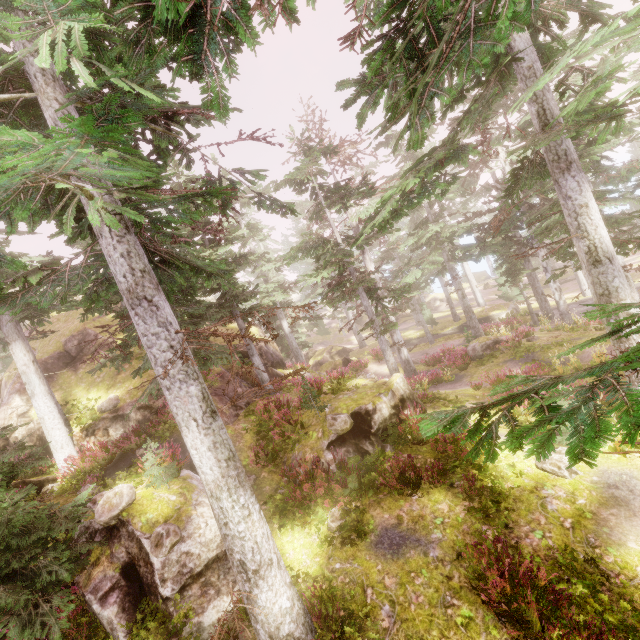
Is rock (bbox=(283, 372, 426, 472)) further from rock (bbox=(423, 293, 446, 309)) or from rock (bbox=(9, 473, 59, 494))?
rock (bbox=(423, 293, 446, 309))

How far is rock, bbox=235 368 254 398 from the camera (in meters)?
16.14

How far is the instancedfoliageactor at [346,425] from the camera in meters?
11.4

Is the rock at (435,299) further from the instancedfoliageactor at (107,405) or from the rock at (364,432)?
the rock at (364,432)

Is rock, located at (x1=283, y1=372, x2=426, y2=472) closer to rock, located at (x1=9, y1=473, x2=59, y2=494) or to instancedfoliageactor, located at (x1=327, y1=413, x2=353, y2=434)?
instancedfoliageactor, located at (x1=327, y1=413, x2=353, y2=434)

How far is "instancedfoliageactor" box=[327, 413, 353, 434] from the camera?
11.4 meters

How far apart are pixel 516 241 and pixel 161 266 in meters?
24.4 m

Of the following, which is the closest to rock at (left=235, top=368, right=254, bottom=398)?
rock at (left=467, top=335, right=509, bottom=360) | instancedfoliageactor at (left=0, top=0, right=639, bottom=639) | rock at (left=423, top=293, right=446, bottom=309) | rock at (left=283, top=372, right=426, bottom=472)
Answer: instancedfoliageactor at (left=0, top=0, right=639, bottom=639)
